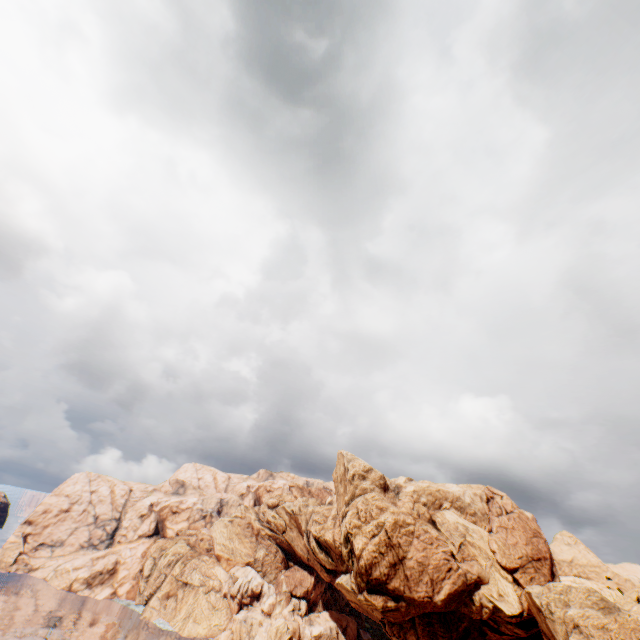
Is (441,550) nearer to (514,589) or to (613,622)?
(514,589)
